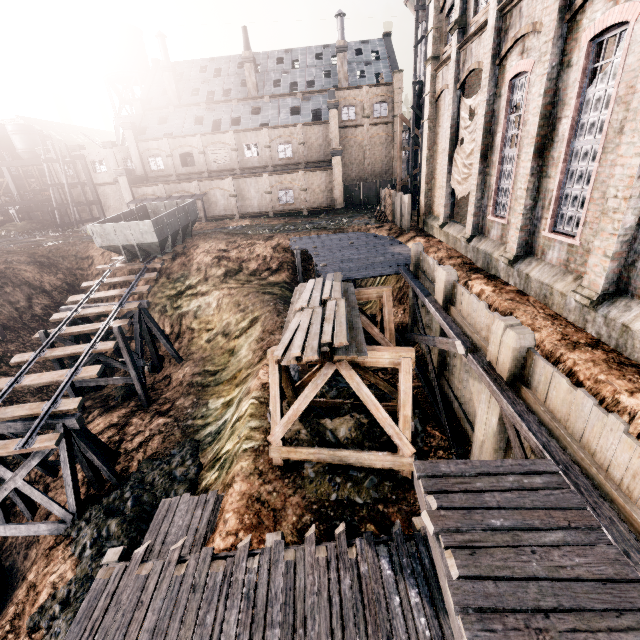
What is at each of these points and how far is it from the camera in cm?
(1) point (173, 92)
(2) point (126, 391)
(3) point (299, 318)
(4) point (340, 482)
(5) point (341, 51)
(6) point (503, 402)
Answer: (1) chimney, 4459
(2) stone debris, 2161
(3) wood pile, 1193
(4) stone debris, 1054
(5) chimney, 4222
(6) wooden scaffolding, 744

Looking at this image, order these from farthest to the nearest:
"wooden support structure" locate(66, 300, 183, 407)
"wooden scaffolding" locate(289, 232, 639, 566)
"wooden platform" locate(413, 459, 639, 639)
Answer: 1. "wooden support structure" locate(66, 300, 183, 407)
2. "wooden scaffolding" locate(289, 232, 639, 566)
3. "wooden platform" locate(413, 459, 639, 639)

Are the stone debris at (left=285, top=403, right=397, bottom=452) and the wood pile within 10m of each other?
yes

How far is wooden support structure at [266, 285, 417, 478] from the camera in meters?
10.4 m

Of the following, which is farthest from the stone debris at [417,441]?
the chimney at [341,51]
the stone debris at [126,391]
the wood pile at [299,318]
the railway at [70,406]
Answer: the chimney at [341,51]

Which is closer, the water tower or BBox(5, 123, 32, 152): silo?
the water tower

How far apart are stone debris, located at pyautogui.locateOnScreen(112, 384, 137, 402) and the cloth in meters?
23.5

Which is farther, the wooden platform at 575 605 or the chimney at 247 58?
the chimney at 247 58
